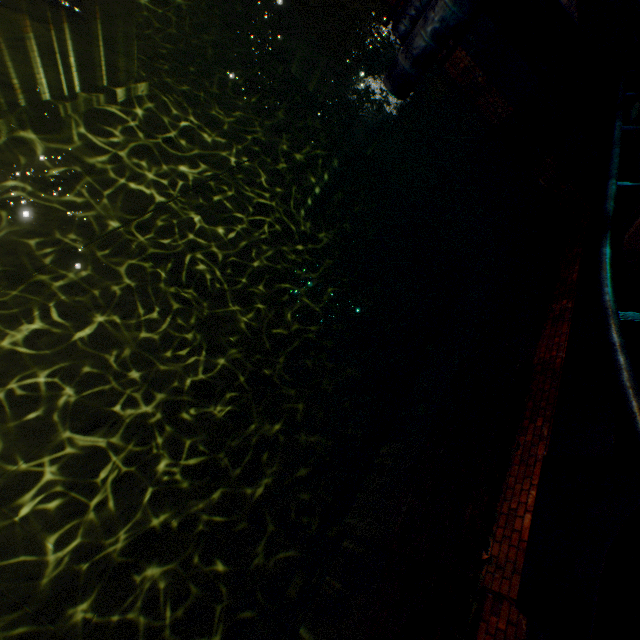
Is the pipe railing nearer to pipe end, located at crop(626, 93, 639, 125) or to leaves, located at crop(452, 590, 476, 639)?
pipe end, located at crop(626, 93, 639, 125)

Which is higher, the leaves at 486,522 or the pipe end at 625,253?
the pipe end at 625,253

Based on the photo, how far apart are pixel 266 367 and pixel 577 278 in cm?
670

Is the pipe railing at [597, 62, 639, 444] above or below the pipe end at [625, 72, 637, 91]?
above

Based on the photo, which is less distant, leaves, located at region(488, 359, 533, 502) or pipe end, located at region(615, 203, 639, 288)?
pipe end, located at region(615, 203, 639, 288)

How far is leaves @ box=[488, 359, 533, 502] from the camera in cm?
416

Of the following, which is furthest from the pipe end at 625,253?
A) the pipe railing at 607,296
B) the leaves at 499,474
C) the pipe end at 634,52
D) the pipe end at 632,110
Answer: the pipe end at 634,52

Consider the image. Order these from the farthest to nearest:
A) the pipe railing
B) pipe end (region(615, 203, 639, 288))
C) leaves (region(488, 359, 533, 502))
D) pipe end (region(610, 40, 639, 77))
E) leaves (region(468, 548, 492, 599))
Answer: pipe end (region(610, 40, 639, 77)) < leaves (region(488, 359, 533, 502)) < leaves (region(468, 548, 492, 599)) < pipe end (region(615, 203, 639, 288)) < the pipe railing
